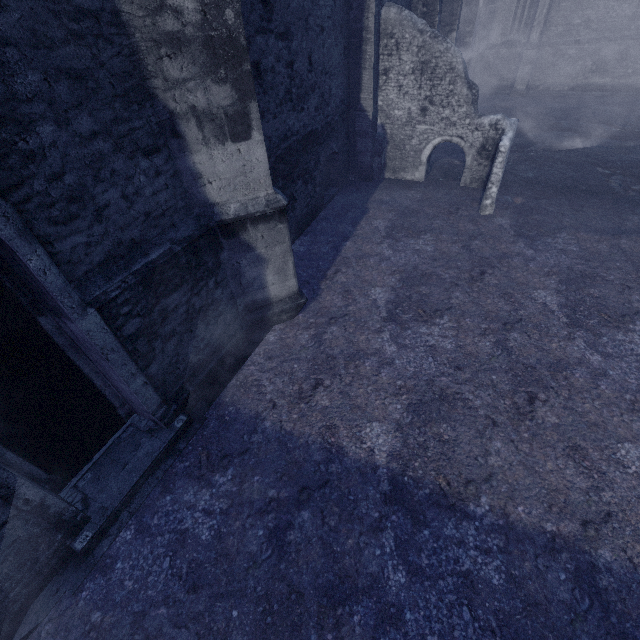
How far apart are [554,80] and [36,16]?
26.4 meters
